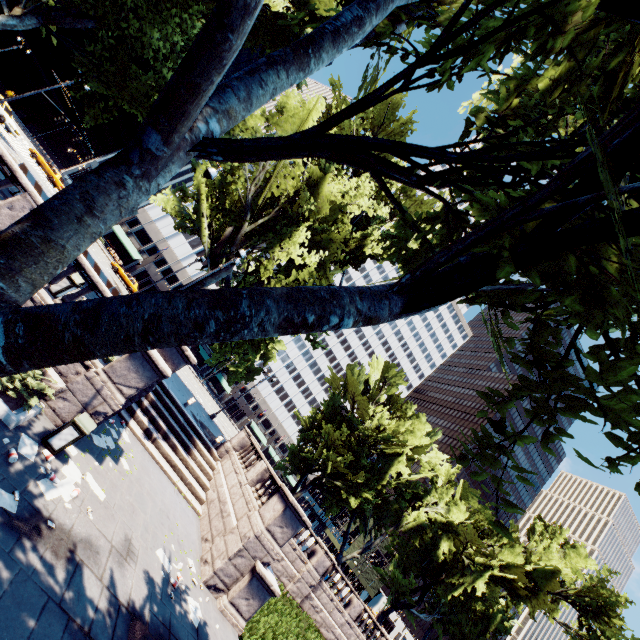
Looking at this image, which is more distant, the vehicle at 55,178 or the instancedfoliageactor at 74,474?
the vehicle at 55,178

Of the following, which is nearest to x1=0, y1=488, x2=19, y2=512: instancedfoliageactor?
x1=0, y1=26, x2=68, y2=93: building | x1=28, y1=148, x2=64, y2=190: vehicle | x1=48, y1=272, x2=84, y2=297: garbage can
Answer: x1=48, y1=272, x2=84, y2=297: garbage can

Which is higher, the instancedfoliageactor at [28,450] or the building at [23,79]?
the building at [23,79]

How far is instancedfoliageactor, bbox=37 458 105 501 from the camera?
7.2 meters

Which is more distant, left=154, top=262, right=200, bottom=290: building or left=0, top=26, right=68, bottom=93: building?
left=154, top=262, right=200, bottom=290: building

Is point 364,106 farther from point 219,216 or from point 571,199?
point 219,216

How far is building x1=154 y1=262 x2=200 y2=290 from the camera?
57.5 meters

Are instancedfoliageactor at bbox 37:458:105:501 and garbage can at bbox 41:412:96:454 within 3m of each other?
yes
